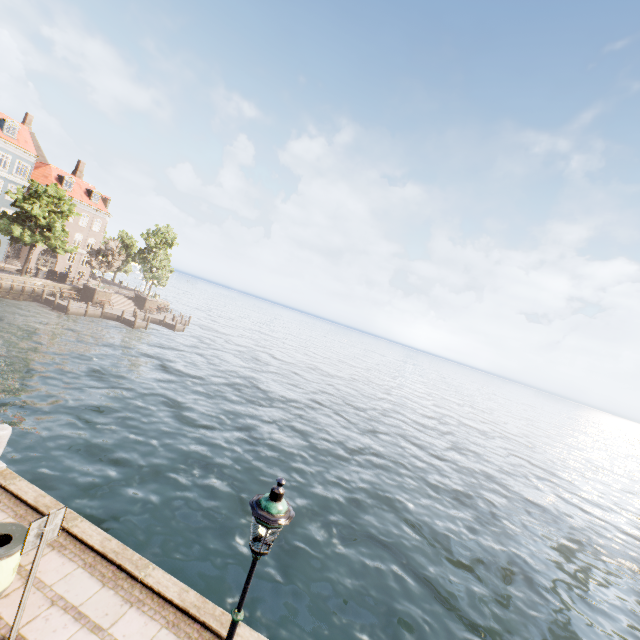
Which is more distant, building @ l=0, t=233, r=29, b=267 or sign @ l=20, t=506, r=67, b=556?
building @ l=0, t=233, r=29, b=267

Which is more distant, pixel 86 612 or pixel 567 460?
pixel 567 460

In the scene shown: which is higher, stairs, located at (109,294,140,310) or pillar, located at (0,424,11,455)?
pillar, located at (0,424,11,455)

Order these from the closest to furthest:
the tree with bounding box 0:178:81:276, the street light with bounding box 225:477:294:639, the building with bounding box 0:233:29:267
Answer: the street light with bounding box 225:477:294:639 → the tree with bounding box 0:178:81:276 → the building with bounding box 0:233:29:267

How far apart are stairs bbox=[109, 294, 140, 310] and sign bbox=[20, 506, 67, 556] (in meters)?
44.79

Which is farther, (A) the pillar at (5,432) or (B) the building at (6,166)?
(B) the building at (6,166)

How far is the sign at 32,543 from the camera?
4.4m

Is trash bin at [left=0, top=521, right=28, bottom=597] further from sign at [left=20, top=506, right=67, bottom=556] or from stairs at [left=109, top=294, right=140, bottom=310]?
stairs at [left=109, top=294, right=140, bottom=310]
